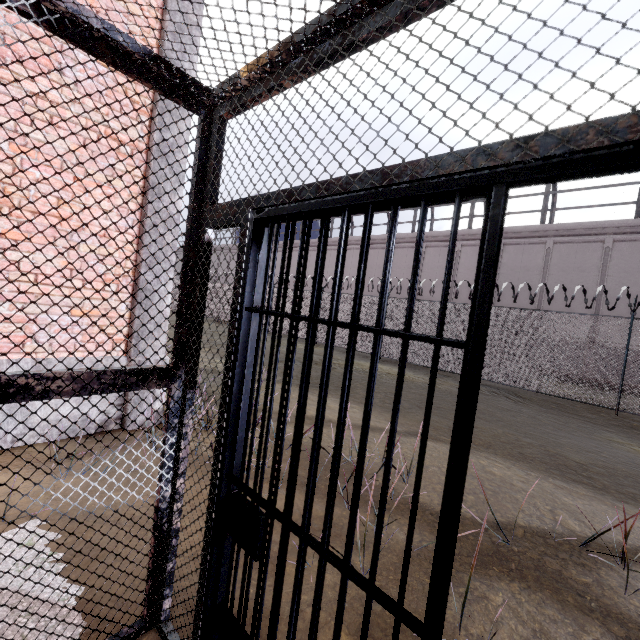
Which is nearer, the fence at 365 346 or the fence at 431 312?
the fence at 431 312

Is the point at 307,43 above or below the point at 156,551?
above

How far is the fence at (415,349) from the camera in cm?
1309

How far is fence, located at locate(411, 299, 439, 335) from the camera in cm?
1303

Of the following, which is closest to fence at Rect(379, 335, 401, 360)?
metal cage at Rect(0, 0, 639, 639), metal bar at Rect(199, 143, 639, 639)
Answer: metal cage at Rect(0, 0, 639, 639)
